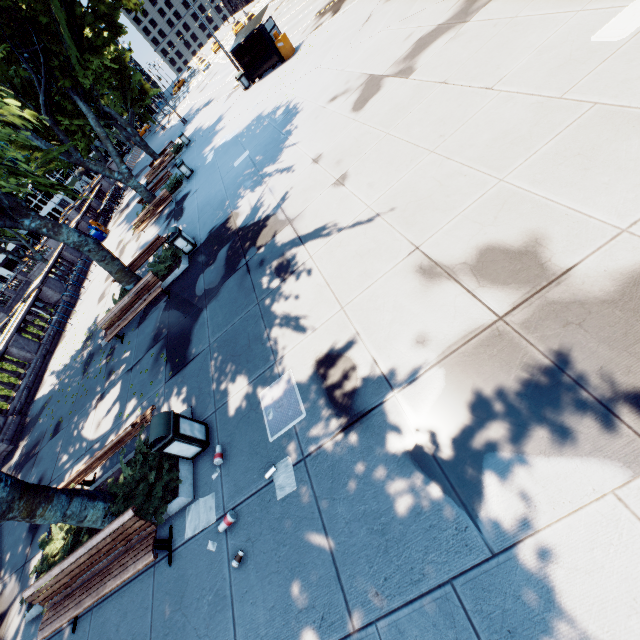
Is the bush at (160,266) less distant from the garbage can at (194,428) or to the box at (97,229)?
the garbage can at (194,428)

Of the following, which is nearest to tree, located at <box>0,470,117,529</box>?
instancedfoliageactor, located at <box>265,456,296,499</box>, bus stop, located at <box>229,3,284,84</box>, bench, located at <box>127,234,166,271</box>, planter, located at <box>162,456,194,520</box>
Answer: bench, located at <box>127,234,166,271</box>

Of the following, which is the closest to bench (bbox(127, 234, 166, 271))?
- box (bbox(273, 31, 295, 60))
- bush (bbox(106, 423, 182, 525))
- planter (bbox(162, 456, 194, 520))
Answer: bush (bbox(106, 423, 182, 525))

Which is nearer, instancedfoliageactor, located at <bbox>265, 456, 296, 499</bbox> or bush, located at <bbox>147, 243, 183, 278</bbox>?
instancedfoliageactor, located at <bbox>265, 456, 296, 499</bbox>

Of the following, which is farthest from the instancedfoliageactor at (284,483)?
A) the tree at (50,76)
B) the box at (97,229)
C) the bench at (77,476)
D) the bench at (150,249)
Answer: the box at (97,229)

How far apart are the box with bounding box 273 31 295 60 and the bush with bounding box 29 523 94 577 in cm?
2373

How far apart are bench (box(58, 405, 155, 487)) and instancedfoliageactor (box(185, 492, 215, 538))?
2.0m

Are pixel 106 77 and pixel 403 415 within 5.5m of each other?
no
